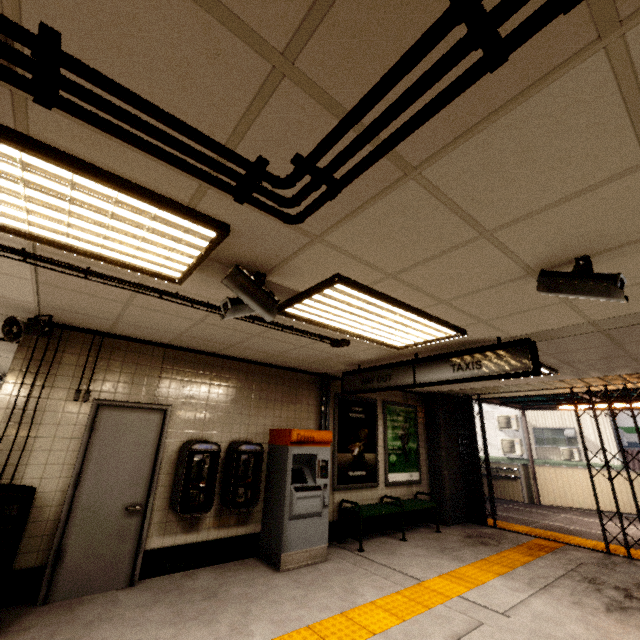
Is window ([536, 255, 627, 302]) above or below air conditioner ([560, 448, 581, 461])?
above

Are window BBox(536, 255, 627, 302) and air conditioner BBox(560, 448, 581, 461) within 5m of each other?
no

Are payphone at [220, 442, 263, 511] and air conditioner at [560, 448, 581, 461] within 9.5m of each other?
no

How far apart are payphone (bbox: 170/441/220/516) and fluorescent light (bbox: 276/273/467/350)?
2.45m

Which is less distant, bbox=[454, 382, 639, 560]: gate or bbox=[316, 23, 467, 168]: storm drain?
A: bbox=[316, 23, 467, 168]: storm drain

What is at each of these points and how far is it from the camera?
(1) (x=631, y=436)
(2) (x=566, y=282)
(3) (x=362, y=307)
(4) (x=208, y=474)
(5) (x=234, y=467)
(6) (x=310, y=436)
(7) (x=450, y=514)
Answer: (1) sign, 15.91m
(2) window, 2.17m
(3) fluorescent light, 3.08m
(4) payphone, 4.72m
(5) payphone, 4.84m
(6) ticket machine, 5.16m
(7) concrete pillar, 7.42m

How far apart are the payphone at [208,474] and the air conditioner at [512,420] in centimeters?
1955cm

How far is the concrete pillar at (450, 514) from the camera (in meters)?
7.51
